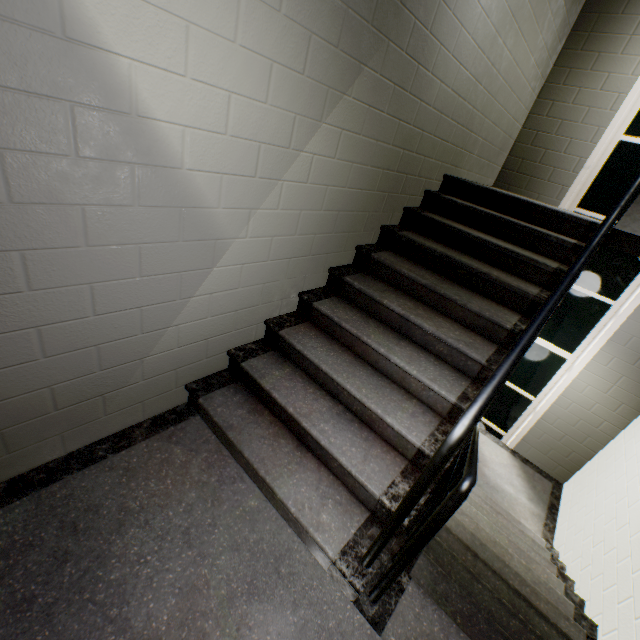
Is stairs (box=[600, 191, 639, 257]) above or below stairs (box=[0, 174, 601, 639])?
above

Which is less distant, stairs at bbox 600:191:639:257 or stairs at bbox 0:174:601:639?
stairs at bbox 0:174:601:639

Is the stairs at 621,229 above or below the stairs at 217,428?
above

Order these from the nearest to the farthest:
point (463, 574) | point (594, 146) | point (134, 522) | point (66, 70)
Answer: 1. point (66, 70)
2. point (134, 522)
3. point (463, 574)
4. point (594, 146)

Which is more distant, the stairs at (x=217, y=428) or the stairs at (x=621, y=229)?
the stairs at (x=621, y=229)
